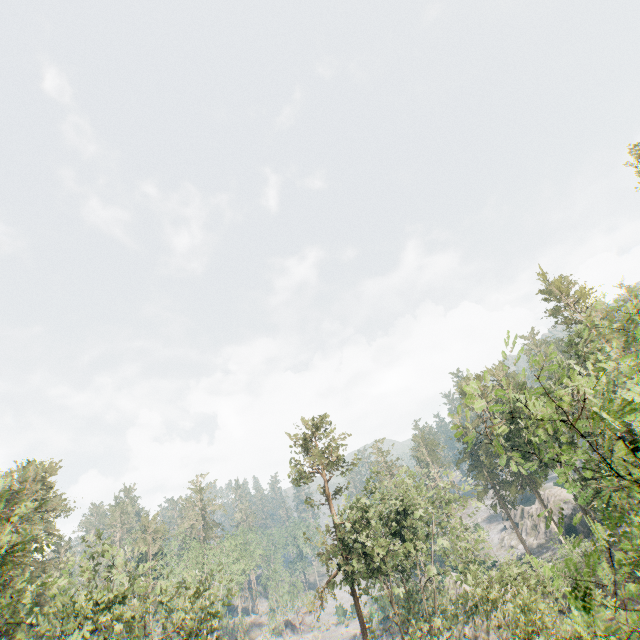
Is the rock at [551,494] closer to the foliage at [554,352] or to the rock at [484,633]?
the foliage at [554,352]

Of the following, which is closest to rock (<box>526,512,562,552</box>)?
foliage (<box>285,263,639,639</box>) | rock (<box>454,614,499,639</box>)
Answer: foliage (<box>285,263,639,639</box>)

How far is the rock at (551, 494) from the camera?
45.5m

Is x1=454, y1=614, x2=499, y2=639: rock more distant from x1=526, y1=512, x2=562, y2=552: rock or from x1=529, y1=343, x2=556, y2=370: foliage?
x1=526, y1=512, x2=562, y2=552: rock

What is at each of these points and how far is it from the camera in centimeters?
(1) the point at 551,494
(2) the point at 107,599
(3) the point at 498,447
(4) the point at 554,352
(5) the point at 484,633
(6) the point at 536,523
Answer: (1) rock, 5669cm
(2) foliage, 2362cm
(3) foliage, 897cm
(4) foliage, 779cm
(5) rock, 3397cm
(6) rock, 5950cm

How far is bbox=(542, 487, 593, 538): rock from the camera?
45.53m

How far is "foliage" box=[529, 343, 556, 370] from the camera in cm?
780
